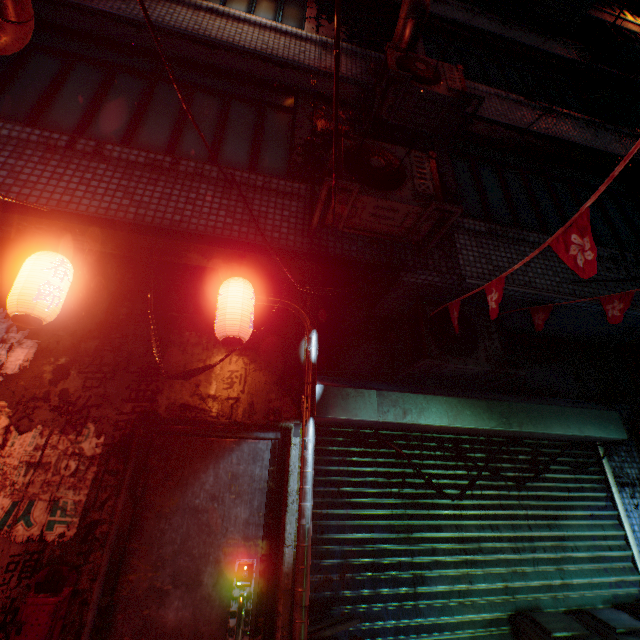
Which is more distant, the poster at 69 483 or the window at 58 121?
the window at 58 121

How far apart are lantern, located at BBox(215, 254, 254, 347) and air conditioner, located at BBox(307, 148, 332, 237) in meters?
0.8

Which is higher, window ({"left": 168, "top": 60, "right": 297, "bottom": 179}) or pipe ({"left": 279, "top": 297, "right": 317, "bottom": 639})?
window ({"left": 168, "top": 60, "right": 297, "bottom": 179})

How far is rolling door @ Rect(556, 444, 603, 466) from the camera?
3.5 meters

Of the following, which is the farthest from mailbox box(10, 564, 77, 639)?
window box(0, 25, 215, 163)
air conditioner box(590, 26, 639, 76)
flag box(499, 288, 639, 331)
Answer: air conditioner box(590, 26, 639, 76)

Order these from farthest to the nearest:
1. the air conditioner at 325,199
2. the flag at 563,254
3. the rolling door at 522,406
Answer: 1. the rolling door at 522,406
2. the air conditioner at 325,199
3. the flag at 563,254

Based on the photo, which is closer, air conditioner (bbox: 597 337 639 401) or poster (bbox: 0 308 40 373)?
poster (bbox: 0 308 40 373)

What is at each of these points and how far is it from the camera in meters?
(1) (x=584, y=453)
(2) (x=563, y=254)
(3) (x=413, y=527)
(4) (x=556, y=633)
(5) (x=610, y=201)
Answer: (1) rolling door, 3.6 m
(2) flag, 1.5 m
(3) rolling door, 2.9 m
(4) trash bin, 2.4 m
(5) window, 4.7 m
